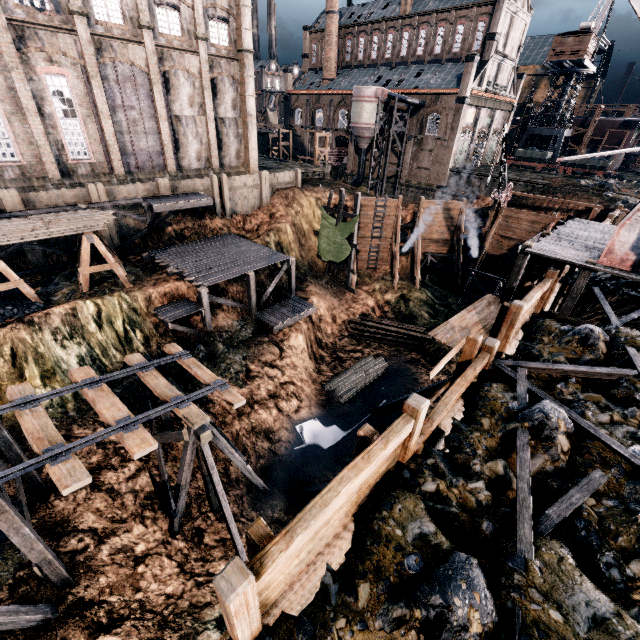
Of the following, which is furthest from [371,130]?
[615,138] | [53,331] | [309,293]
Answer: [53,331]

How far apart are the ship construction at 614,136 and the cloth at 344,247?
60.50m

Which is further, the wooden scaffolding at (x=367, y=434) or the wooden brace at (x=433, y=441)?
the wooden brace at (x=433, y=441)

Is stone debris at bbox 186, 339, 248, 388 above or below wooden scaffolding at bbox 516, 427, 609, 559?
below

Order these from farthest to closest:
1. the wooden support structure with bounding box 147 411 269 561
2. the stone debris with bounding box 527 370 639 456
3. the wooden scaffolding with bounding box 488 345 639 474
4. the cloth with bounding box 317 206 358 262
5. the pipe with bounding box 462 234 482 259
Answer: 1. the pipe with bounding box 462 234 482 259
2. the cloth with bounding box 317 206 358 262
3. the wooden support structure with bounding box 147 411 269 561
4. the stone debris with bounding box 527 370 639 456
5. the wooden scaffolding with bounding box 488 345 639 474

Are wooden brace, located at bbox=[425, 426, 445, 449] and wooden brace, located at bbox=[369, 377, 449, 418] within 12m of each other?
yes

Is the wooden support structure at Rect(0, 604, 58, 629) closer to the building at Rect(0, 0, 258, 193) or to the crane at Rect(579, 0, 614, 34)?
the building at Rect(0, 0, 258, 193)

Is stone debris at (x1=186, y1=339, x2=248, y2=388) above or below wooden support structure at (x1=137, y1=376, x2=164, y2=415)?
below
